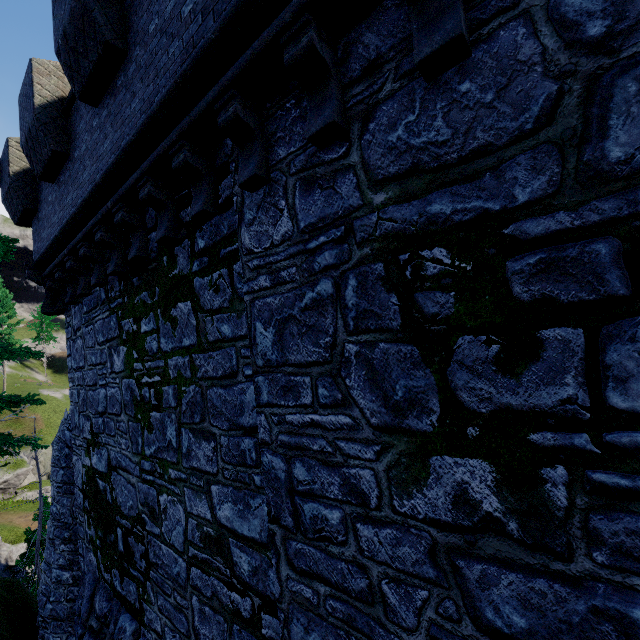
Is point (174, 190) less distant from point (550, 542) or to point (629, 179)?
point (629, 179)

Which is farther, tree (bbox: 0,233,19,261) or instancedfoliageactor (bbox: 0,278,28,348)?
instancedfoliageactor (bbox: 0,278,28,348)

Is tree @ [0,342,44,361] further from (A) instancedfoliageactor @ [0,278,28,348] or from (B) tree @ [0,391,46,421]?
(A) instancedfoliageactor @ [0,278,28,348]

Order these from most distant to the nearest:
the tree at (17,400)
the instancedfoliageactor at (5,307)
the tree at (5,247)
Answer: the instancedfoliageactor at (5,307) → the tree at (17,400) → the tree at (5,247)

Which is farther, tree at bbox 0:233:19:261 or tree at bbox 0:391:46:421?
Result: tree at bbox 0:391:46:421

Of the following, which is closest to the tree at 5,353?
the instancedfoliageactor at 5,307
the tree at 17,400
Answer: the tree at 17,400
